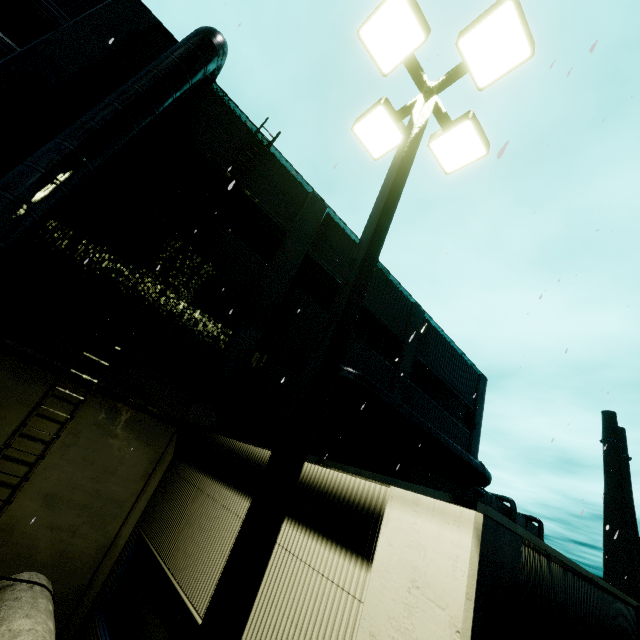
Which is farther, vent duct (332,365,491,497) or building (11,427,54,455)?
vent duct (332,365,491,497)

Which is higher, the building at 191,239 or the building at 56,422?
the building at 191,239

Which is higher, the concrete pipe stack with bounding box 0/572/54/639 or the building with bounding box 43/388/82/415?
the building with bounding box 43/388/82/415

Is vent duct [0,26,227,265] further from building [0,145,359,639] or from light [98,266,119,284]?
light [98,266,119,284]

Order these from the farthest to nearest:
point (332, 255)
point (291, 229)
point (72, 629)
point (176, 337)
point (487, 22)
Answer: point (332, 255), point (291, 229), point (176, 337), point (72, 629), point (487, 22)

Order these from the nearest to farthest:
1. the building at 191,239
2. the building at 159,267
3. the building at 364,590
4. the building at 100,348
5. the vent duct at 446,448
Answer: the building at 364,590 < the building at 100,348 < the building at 159,267 < the building at 191,239 < the vent duct at 446,448

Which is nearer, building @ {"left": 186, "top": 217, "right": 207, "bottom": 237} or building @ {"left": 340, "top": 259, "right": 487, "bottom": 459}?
building @ {"left": 186, "top": 217, "right": 207, "bottom": 237}

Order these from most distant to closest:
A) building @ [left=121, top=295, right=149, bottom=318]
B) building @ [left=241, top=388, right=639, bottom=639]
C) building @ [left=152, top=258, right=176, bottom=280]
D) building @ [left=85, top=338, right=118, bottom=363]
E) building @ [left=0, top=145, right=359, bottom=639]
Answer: building @ [left=152, top=258, right=176, bottom=280] → building @ [left=121, top=295, right=149, bottom=318] → building @ [left=85, top=338, right=118, bottom=363] → building @ [left=0, top=145, right=359, bottom=639] → building @ [left=241, top=388, right=639, bottom=639]
